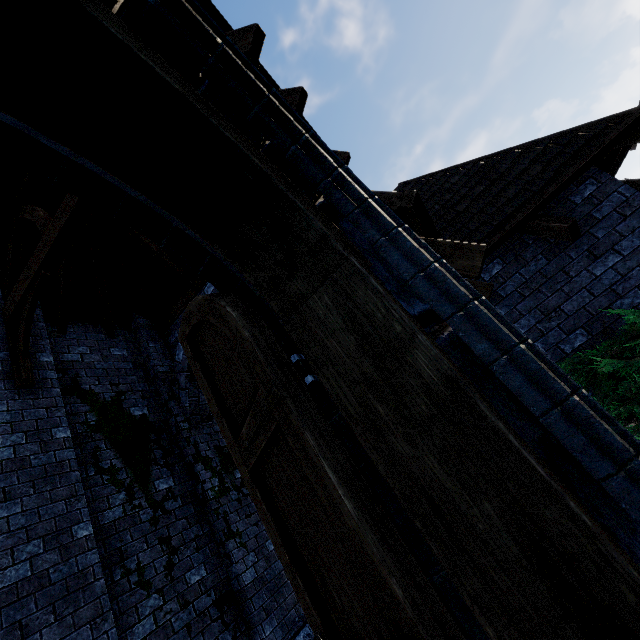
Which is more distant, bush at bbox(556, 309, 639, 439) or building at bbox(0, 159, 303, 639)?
building at bbox(0, 159, 303, 639)

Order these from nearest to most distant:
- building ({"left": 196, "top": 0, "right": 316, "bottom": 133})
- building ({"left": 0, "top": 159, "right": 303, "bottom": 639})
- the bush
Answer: the bush, building ({"left": 196, "top": 0, "right": 316, "bottom": 133}), building ({"left": 0, "top": 159, "right": 303, "bottom": 639})

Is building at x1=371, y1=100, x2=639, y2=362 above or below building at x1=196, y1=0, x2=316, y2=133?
below

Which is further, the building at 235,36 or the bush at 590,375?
the building at 235,36

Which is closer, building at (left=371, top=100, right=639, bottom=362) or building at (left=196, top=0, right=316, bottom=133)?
building at (left=196, top=0, right=316, bottom=133)

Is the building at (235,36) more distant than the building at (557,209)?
No

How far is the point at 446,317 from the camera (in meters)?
1.03
